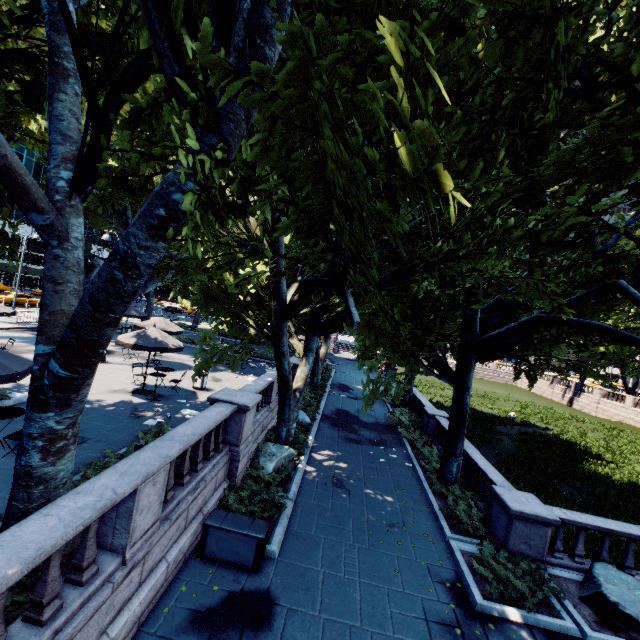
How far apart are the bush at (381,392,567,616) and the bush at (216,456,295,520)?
5.4m

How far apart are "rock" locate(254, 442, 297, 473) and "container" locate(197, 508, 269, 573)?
3.02m

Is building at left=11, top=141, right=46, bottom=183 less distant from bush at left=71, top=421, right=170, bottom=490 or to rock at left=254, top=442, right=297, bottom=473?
bush at left=71, top=421, right=170, bottom=490

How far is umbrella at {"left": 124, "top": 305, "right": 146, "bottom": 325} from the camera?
24.5m

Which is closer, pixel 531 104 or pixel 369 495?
A: pixel 531 104

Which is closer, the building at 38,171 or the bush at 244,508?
the bush at 244,508

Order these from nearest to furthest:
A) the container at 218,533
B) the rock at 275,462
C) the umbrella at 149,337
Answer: the container at 218,533, the rock at 275,462, the umbrella at 149,337

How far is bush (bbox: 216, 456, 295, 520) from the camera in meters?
9.3
